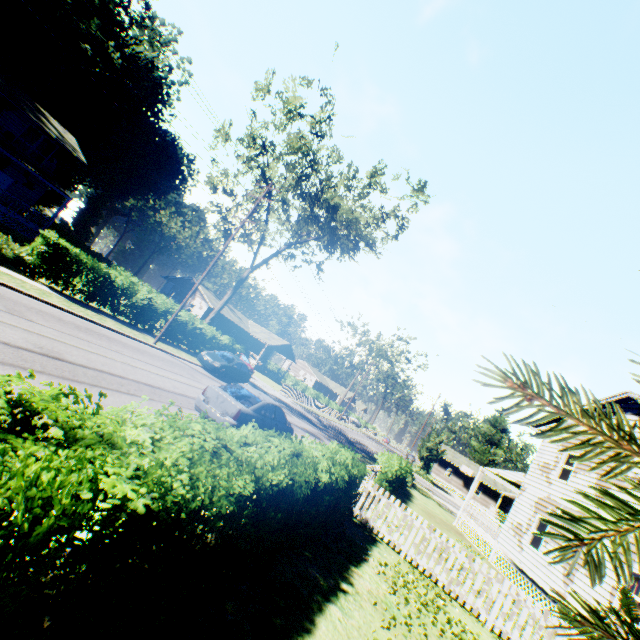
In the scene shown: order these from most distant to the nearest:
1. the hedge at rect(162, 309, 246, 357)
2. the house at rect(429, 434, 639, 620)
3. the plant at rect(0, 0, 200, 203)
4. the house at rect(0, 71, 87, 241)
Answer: the plant at rect(0, 0, 200, 203) → the house at rect(0, 71, 87, 241) → the hedge at rect(162, 309, 246, 357) → the house at rect(429, 434, 639, 620)

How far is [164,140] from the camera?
47.8 meters

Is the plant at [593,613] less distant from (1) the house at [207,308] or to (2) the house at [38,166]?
(2) the house at [38,166]

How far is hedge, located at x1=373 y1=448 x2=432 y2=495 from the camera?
16.4m

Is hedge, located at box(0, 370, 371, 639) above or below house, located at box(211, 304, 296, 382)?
below

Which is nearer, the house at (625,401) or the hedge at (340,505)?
the hedge at (340,505)

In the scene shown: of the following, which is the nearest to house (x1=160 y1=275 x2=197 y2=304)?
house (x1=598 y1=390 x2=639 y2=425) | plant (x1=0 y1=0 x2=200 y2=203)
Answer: plant (x1=0 y1=0 x2=200 y2=203)

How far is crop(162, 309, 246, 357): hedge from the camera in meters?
22.3
